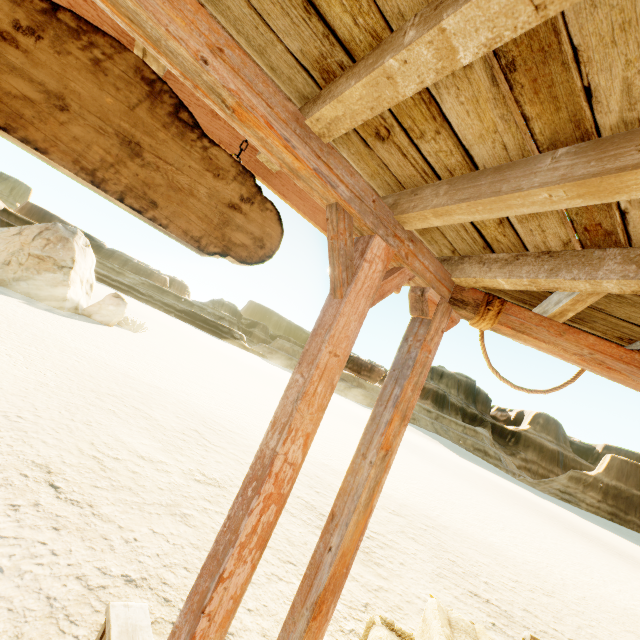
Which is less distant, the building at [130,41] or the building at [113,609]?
the building at [130,41]

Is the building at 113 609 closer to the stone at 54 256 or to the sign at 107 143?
the sign at 107 143

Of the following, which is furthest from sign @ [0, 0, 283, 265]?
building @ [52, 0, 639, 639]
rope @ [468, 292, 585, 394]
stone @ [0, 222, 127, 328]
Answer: stone @ [0, 222, 127, 328]

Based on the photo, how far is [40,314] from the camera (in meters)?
12.04

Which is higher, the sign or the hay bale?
the sign

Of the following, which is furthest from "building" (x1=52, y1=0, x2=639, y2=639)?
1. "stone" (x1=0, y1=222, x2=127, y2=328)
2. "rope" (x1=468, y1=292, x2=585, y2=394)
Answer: "stone" (x1=0, y1=222, x2=127, y2=328)

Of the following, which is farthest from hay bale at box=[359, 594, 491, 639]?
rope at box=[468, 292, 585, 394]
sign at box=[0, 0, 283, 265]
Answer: sign at box=[0, 0, 283, 265]
